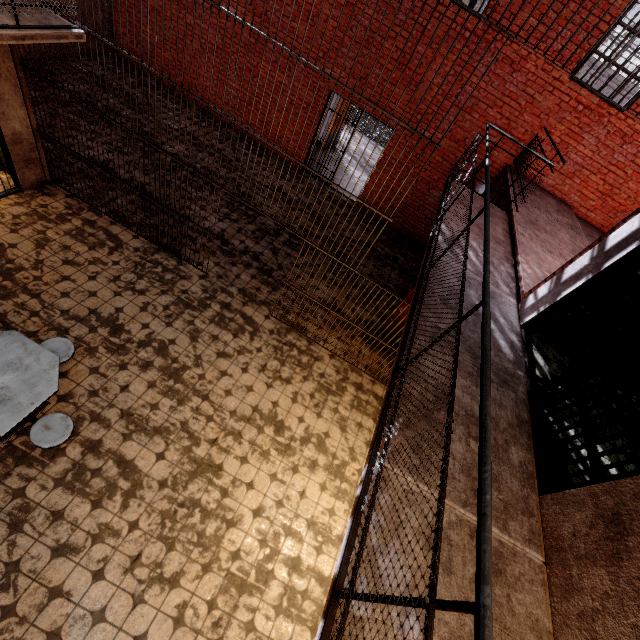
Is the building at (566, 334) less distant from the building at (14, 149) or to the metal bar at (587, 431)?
the metal bar at (587, 431)

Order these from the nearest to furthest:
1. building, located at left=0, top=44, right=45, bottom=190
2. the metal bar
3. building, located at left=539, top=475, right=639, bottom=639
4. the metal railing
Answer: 1. the metal railing
2. building, located at left=539, top=475, right=639, bottom=639
3. the metal bar
4. building, located at left=0, top=44, right=45, bottom=190

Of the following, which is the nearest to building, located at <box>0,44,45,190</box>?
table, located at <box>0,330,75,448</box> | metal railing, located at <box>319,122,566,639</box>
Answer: metal railing, located at <box>319,122,566,639</box>

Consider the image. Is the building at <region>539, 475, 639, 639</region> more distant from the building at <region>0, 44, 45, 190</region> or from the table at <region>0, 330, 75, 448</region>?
the building at <region>0, 44, 45, 190</region>

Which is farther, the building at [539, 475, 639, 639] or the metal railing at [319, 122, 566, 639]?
the building at [539, 475, 639, 639]

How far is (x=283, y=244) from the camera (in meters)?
7.87

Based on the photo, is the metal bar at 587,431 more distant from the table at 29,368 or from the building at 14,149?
the building at 14,149

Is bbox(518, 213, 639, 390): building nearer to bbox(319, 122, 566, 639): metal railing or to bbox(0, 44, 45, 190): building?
bbox(319, 122, 566, 639): metal railing
